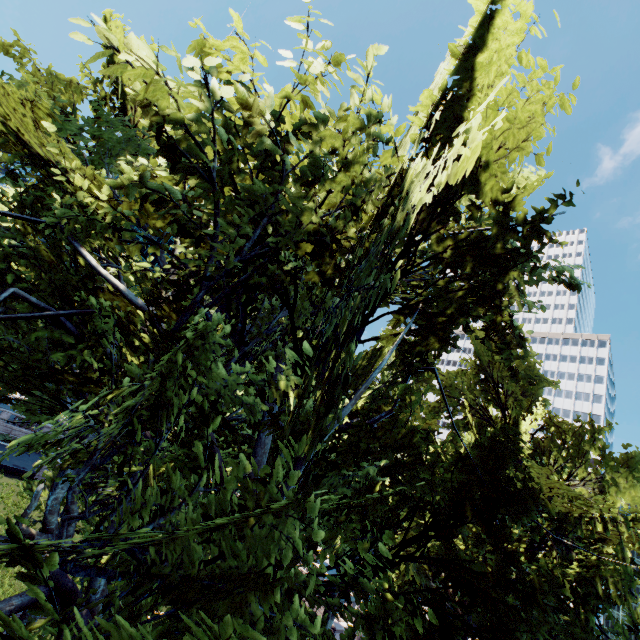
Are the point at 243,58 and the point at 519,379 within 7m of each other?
no
